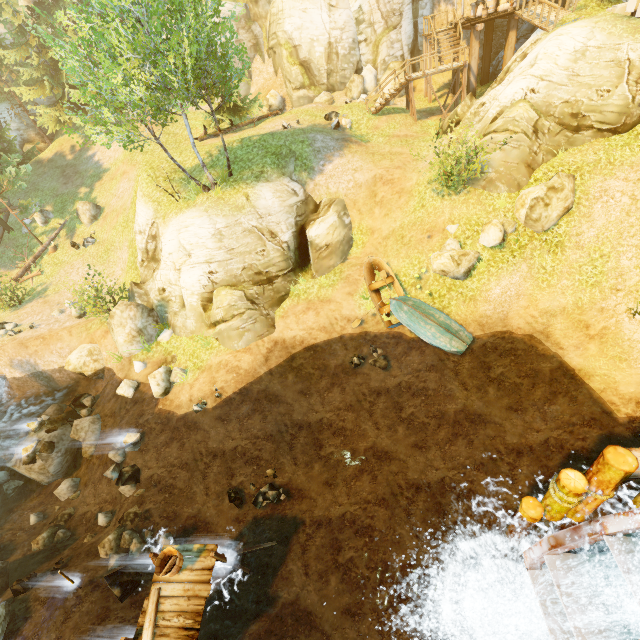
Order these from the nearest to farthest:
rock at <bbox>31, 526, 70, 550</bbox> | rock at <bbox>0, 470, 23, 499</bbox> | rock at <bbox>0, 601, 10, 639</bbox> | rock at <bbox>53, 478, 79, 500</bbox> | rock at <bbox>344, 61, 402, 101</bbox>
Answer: rock at <bbox>0, 601, 10, 639</bbox>, rock at <bbox>31, 526, 70, 550</bbox>, rock at <bbox>53, 478, 79, 500</bbox>, rock at <bbox>0, 470, 23, 499</bbox>, rock at <bbox>344, 61, 402, 101</bbox>

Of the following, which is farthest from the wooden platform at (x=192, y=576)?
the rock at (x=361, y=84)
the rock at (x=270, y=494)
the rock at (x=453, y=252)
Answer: the rock at (x=361, y=84)

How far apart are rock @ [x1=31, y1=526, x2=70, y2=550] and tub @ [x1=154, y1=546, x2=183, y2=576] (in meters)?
7.03

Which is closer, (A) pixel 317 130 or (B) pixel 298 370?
(B) pixel 298 370

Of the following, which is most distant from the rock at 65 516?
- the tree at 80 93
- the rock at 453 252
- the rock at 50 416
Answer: the rock at 453 252

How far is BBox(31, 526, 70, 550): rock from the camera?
12.73m

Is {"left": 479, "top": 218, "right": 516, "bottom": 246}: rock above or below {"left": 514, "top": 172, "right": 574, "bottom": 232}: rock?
below
